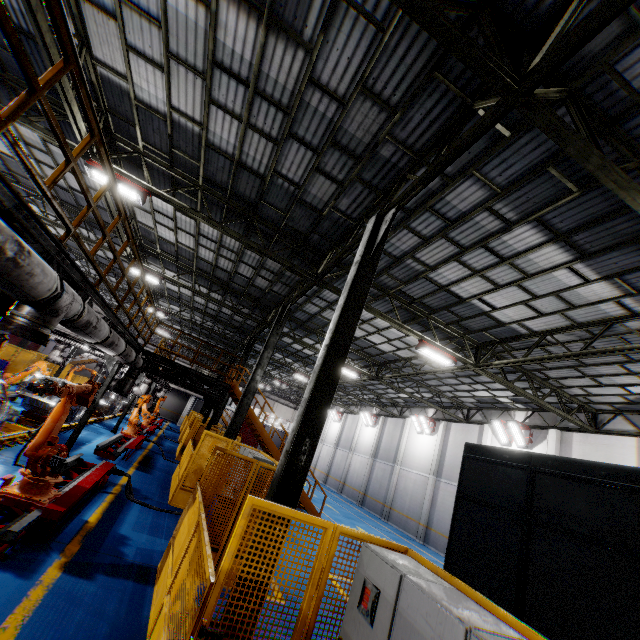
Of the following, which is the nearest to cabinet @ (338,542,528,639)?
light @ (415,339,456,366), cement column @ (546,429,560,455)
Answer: light @ (415,339,456,366)

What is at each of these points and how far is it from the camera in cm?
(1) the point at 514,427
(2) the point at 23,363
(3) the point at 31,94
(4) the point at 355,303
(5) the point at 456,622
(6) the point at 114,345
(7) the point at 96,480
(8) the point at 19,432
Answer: (1) light, 1770
(2) metal panel, 2150
(3) metal handrail, 302
(4) metal pole, 645
(5) cabinet, 215
(6) vent pipe, 743
(7) metal platform, 722
(8) platform, 992

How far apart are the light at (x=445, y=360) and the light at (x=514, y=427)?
7.94m

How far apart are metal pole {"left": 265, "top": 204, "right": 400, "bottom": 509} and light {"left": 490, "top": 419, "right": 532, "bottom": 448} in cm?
1530

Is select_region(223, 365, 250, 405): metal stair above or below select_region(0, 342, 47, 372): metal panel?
above

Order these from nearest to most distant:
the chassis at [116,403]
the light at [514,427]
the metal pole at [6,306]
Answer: the metal pole at [6,306]
the light at [514,427]
the chassis at [116,403]

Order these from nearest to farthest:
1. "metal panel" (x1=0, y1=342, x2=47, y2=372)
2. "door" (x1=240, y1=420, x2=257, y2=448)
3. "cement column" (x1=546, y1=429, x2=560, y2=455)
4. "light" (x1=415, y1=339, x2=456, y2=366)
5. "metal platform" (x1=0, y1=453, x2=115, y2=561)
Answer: "metal platform" (x1=0, y1=453, x2=115, y2=561), "light" (x1=415, y1=339, x2=456, y2=366), "cement column" (x1=546, y1=429, x2=560, y2=455), "metal panel" (x1=0, y1=342, x2=47, y2=372), "door" (x1=240, y1=420, x2=257, y2=448)

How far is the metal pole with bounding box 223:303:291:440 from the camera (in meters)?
12.27
